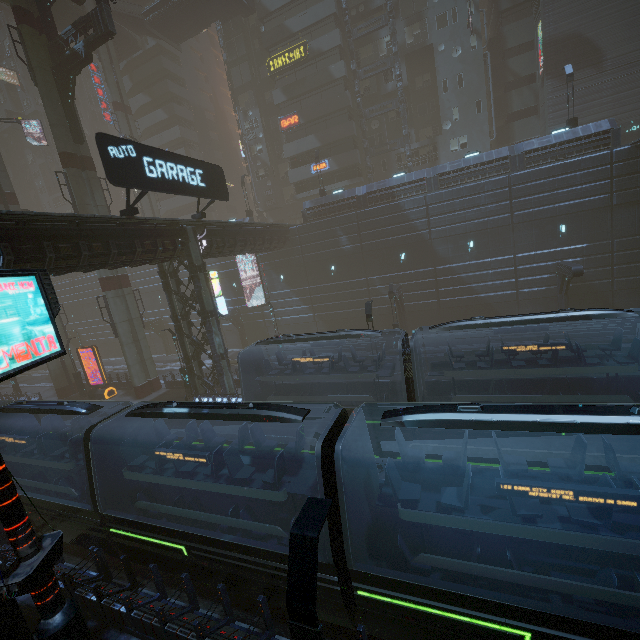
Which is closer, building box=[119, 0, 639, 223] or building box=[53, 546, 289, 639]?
building box=[53, 546, 289, 639]

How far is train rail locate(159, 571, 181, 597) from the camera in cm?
1022

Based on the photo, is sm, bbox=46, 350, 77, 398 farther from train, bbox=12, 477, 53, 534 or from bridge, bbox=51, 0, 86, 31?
train, bbox=12, 477, 53, 534

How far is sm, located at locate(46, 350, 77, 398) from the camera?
30.1m

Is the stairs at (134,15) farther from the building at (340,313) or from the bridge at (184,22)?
the building at (340,313)

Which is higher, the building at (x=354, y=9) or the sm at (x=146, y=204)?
the building at (x=354, y=9)

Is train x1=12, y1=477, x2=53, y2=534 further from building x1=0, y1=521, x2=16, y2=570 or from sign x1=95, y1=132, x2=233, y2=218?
sign x1=95, y1=132, x2=233, y2=218

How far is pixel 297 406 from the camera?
14.7 meters
